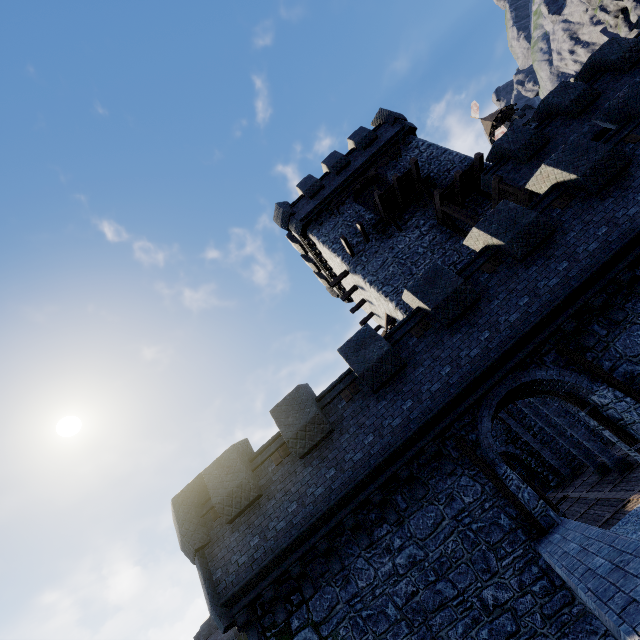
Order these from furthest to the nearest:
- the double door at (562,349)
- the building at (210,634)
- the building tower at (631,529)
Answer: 1. the building at (210,634)
2. the double door at (562,349)
3. the building tower at (631,529)

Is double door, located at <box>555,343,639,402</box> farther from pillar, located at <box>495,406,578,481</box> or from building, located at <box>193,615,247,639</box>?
building, located at <box>193,615,247,639</box>

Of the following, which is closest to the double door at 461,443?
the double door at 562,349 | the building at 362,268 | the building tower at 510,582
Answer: the building tower at 510,582

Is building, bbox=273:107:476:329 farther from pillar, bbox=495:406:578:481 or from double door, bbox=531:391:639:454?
double door, bbox=531:391:639:454

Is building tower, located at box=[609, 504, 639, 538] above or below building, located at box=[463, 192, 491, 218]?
below

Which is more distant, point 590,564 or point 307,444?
point 307,444

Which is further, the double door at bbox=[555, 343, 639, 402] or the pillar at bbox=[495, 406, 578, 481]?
the pillar at bbox=[495, 406, 578, 481]

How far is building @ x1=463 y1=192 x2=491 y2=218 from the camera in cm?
1691
